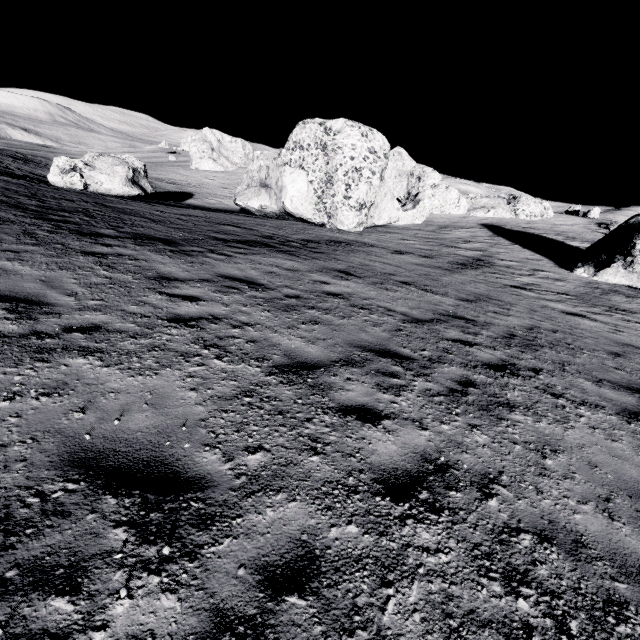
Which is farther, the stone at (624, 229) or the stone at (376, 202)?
the stone at (376, 202)

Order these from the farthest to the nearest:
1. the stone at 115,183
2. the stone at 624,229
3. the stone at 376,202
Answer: the stone at 376,202 < the stone at 115,183 < the stone at 624,229

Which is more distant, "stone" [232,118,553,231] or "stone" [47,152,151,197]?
"stone" [232,118,553,231]

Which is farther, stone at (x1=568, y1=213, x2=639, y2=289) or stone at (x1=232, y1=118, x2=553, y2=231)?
stone at (x1=232, y1=118, x2=553, y2=231)

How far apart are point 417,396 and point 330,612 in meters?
3.0

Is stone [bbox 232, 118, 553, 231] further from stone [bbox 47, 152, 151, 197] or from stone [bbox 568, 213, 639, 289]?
stone [bbox 568, 213, 639, 289]

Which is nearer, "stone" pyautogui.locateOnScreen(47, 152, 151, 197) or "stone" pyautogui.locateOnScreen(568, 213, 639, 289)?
"stone" pyautogui.locateOnScreen(568, 213, 639, 289)

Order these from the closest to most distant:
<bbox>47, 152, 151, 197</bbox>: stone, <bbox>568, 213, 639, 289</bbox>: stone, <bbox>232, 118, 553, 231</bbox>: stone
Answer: <bbox>568, 213, 639, 289</bbox>: stone → <bbox>47, 152, 151, 197</bbox>: stone → <bbox>232, 118, 553, 231</bbox>: stone
